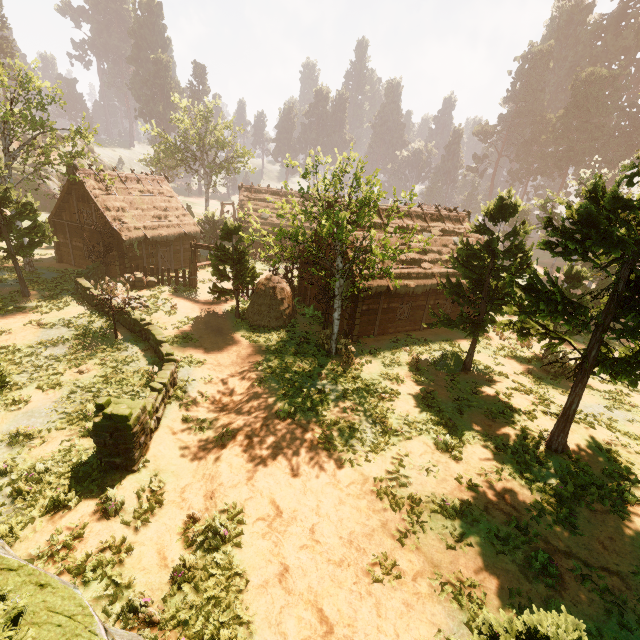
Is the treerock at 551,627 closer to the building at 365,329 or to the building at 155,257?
the building at 365,329

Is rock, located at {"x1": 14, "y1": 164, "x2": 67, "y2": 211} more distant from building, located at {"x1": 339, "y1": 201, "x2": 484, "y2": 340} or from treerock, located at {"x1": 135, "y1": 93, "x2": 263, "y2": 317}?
building, located at {"x1": 339, "y1": 201, "x2": 484, "y2": 340}

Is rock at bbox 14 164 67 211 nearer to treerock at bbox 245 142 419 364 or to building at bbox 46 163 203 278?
treerock at bbox 245 142 419 364

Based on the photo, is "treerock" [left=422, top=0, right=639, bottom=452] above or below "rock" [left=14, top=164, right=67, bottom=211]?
above

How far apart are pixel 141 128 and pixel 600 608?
49.0 meters

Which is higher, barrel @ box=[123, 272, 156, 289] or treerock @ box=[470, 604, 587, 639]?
treerock @ box=[470, 604, 587, 639]

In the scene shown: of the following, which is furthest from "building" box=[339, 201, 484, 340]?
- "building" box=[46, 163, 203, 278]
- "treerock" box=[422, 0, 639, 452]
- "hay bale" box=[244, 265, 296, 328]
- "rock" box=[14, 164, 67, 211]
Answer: "rock" box=[14, 164, 67, 211]
